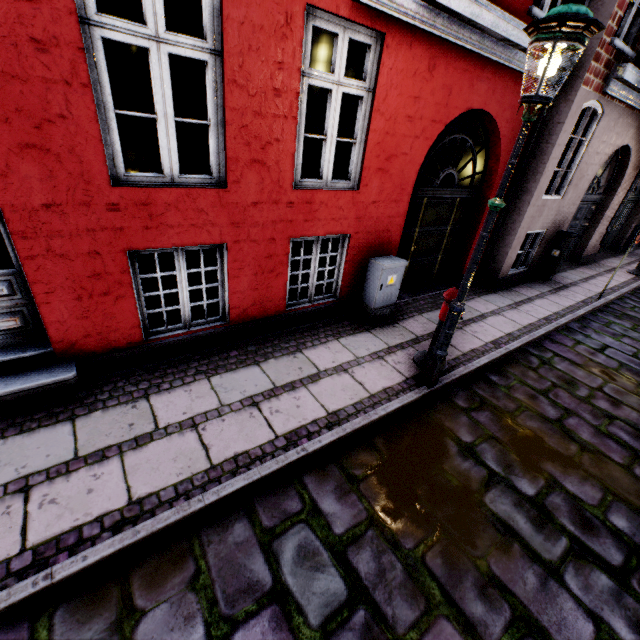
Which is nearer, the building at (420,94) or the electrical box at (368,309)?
the building at (420,94)

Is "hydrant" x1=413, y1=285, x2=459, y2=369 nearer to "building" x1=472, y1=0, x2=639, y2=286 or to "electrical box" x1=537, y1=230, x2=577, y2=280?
"building" x1=472, y1=0, x2=639, y2=286

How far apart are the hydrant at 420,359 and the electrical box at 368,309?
1.04m

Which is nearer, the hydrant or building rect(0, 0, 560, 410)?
building rect(0, 0, 560, 410)

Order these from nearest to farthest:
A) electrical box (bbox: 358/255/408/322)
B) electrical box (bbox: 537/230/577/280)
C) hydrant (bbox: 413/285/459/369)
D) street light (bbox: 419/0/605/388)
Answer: street light (bbox: 419/0/605/388)
hydrant (bbox: 413/285/459/369)
electrical box (bbox: 358/255/408/322)
electrical box (bbox: 537/230/577/280)

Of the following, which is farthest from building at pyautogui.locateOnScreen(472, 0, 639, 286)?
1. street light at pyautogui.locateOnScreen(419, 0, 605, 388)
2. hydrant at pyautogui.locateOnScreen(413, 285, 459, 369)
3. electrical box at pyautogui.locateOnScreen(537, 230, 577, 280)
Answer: hydrant at pyautogui.locateOnScreen(413, 285, 459, 369)

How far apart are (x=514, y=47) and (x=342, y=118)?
6.86m

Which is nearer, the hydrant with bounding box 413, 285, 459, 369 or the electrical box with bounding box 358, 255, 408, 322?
Answer: the hydrant with bounding box 413, 285, 459, 369
